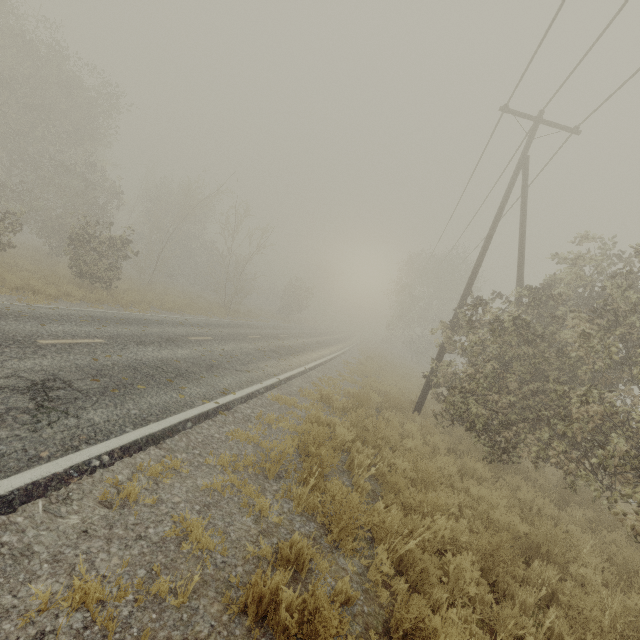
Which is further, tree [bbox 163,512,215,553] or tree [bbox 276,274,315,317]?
tree [bbox 276,274,315,317]

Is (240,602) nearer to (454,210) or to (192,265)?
(454,210)

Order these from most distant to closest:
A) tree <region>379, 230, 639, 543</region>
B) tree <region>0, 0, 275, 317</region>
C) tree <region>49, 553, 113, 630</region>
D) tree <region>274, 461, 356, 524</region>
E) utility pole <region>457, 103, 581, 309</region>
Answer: tree <region>0, 0, 275, 317</region>
utility pole <region>457, 103, 581, 309</region>
tree <region>379, 230, 639, 543</region>
tree <region>274, 461, 356, 524</region>
tree <region>49, 553, 113, 630</region>

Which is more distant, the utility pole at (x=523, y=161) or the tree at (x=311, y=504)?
the utility pole at (x=523, y=161)

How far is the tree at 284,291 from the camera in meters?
41.7 m
